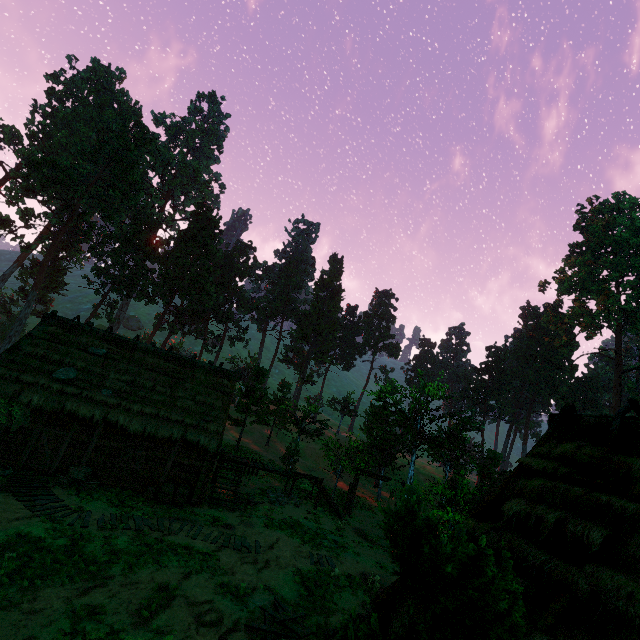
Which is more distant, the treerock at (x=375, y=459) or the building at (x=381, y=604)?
the building at (x=381, y=604)

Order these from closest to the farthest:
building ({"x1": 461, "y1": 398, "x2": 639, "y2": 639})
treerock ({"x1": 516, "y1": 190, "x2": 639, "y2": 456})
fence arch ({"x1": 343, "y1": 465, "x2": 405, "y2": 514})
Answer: building ({"x1": 461, "y1": 398, "x2": 639, "y2": 639})
fence arch ({"x1": 343, "y1": 465, "x2": 405, "y2": 514})
treerock ({"x1": 516, "y1": 190, "x2": 639, "y2": 456})

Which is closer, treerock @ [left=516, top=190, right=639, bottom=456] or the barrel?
the barrel

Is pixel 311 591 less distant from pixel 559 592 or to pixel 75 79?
pixel 559 592

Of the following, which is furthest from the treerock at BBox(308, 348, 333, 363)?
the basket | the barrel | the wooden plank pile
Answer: the barrel

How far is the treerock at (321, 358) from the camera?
57.17m

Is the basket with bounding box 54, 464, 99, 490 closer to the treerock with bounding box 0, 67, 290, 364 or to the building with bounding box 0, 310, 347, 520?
the building with bounding box 0, 310, 347, 520

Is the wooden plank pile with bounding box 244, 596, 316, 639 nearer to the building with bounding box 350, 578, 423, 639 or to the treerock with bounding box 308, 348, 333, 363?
the building with bounding box 350, 578, 423, 639
